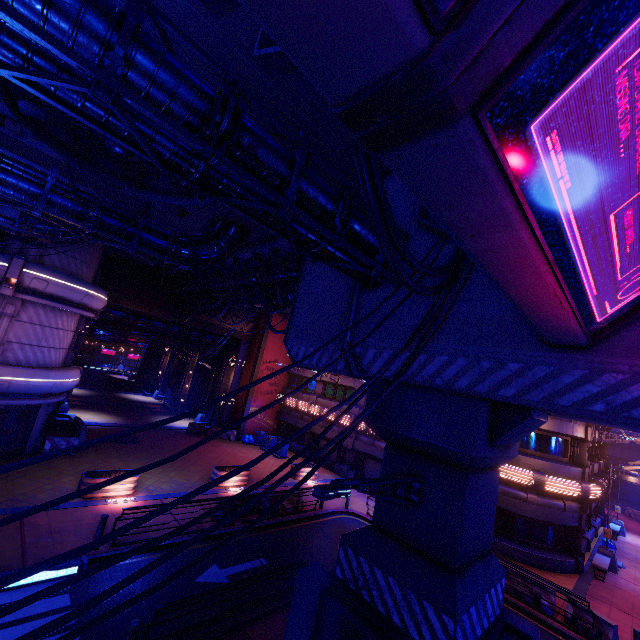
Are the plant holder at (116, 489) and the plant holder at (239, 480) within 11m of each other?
yes

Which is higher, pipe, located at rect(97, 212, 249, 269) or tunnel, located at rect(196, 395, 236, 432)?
pipe, located at rect(97, 212, 249, 269)

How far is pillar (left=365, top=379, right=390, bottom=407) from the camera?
7.8m

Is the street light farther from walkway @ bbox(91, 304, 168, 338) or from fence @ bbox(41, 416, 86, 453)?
walkway @ bbox(91, 304, 168, 338)

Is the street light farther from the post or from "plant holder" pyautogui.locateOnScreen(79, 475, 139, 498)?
"plant holder" pyautogui.locateOnScreen(79, 475, 139, 498)

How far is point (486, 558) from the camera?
7.2m

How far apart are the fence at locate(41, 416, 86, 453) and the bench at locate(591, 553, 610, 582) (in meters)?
28.76

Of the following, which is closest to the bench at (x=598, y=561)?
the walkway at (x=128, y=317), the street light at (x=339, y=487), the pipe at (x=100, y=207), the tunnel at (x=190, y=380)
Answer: the street light at (x=339, y=487)
